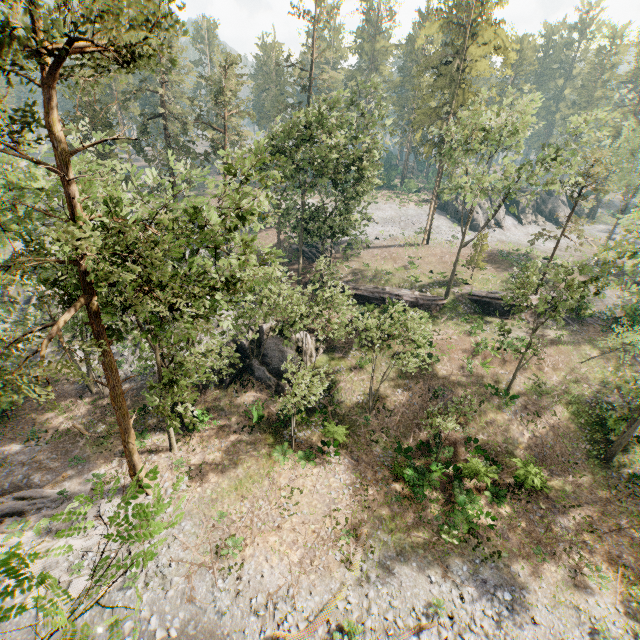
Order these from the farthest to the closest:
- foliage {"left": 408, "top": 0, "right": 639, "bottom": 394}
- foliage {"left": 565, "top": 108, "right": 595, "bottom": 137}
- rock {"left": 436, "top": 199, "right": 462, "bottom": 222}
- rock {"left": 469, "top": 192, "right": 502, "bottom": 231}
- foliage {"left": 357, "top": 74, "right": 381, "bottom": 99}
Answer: rock {"left": 436, "top": 199, "right": 462, "bottom": 222}, rock {"left": 469, "top": 192, "right": 502, "bottom": 231}, foliage {"left": 357, "top": 74, "right": 381, "bottom": 99}, foliage {"left": 565, "top": 108, "right": 595, "bottom": 137}, foliage {"left": 408, "top": 0, "right": 639, "bottom": 394}

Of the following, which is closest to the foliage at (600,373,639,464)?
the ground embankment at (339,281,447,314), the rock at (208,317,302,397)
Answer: the ground embankment at (339,281,447,314)

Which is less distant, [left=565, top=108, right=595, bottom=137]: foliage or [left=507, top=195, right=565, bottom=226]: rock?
[left=565, top=108, right=595, bottom=137]: foliage

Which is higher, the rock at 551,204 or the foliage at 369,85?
the foliage at 369,85

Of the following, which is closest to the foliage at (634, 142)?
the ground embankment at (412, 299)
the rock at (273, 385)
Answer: the ground embankment at (412, 299)

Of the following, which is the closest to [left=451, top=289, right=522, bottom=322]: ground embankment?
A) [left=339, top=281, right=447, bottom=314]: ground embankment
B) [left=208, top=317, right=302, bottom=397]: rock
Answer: [left=339, top=281, right=447, bottom=314]: ground embankment

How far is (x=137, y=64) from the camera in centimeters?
1039cm
